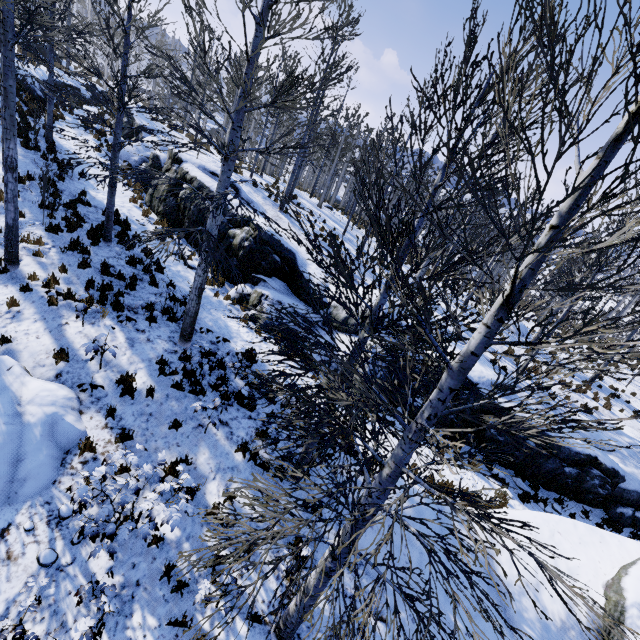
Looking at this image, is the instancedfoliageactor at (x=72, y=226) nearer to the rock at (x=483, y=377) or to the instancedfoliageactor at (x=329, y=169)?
the rock at (x=483, y=377)

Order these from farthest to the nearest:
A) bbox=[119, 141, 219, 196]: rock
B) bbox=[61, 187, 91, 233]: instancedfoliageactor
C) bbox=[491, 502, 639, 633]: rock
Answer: bbox=[119, 141, 219, 196]: rock
bbox=[61, 187, 91, 233]: instancedfoliageactor
bbox=[491, 502, 639, 633]: rock

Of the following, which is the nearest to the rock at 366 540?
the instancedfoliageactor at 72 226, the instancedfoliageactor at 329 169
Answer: the instancedfoliageactor at 72 226

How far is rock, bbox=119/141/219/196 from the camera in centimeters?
1347cm

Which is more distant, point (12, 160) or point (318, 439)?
Result: point (12, 160)

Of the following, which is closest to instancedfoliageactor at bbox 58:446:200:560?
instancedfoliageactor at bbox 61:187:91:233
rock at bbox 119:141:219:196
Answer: rock at bbox 119:141:219:196

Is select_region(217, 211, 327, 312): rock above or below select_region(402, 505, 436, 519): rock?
above
